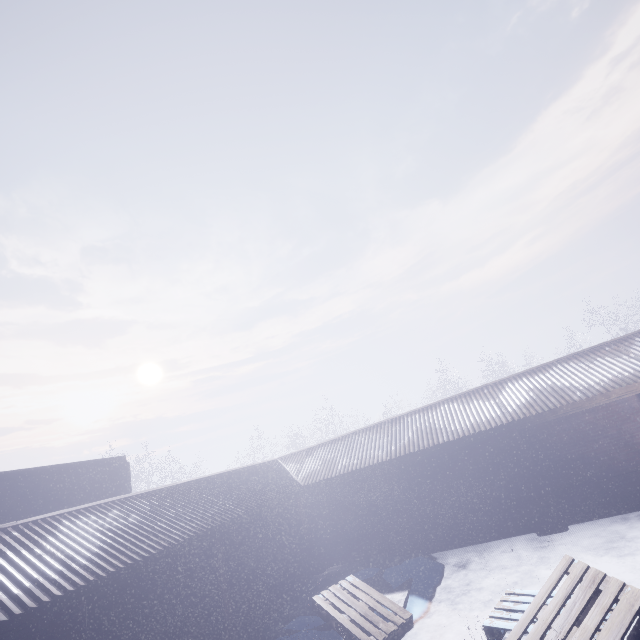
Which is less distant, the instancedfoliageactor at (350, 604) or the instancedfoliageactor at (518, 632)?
the instancedfoliageactor at (518, 632)

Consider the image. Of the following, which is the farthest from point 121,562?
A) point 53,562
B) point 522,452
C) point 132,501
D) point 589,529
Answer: point 589,529

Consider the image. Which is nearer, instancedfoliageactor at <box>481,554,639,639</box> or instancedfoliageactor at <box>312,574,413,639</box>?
instancedfoliageactor at <box>481,554,639,639</box>
